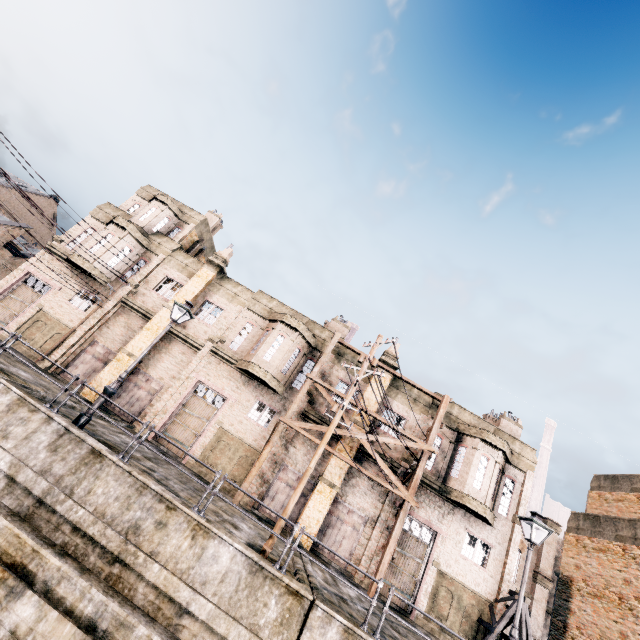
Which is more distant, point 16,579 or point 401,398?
point 401,398

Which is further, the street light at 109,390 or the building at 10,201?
the building at 10,201

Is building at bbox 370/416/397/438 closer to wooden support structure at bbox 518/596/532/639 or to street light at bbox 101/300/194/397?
wooden support structure at bbox 518/596/532/639

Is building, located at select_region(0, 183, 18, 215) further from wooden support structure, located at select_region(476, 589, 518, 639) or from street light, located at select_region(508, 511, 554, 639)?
wooden support structure, located at select_region(476, 589, 518, 639)

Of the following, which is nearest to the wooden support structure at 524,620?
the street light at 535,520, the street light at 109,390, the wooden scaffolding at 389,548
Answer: the wooden scaffolding at 389,548

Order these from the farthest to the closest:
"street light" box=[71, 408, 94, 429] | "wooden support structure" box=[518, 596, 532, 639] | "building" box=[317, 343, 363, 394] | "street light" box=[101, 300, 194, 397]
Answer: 1. "building" box=[317, 343, 363, 394]
2. "wooden support structure" box=[518, 596, 532, 639]
3. "street light" box=[101, 300, 194, 397]
4. "street light" box=[71, 408, 94, 429]

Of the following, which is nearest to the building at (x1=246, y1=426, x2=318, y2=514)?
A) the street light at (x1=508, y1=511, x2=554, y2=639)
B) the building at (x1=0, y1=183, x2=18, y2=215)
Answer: the street light at (x1=508, y1=511, x2=554, y2=639)

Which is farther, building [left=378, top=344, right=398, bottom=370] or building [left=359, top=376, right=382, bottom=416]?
building [left=378, top=344, right=398, bottom=370]
